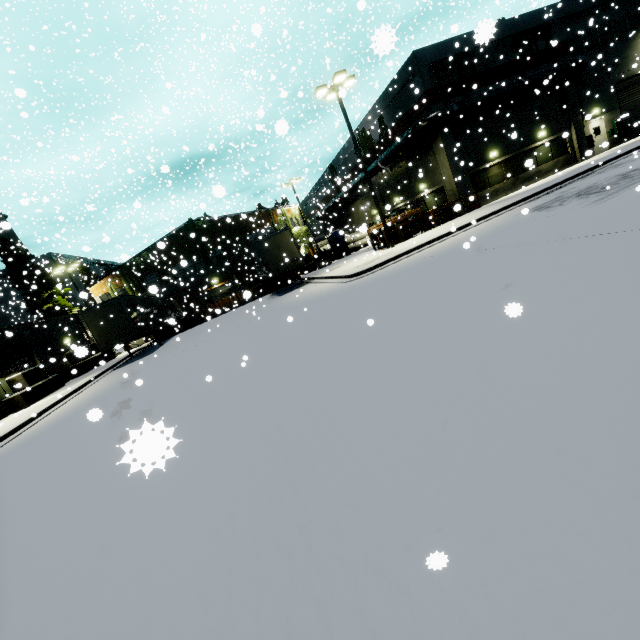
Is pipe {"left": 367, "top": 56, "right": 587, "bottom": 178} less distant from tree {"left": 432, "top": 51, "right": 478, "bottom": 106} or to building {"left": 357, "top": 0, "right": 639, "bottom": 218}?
building {"left": 357, "top": 0, "right": 639, "bottom": 218}

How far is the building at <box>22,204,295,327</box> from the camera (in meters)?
33.50

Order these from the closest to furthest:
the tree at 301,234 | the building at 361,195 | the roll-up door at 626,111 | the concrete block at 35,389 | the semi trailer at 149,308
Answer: the concrete block at 35,389
the semi trailer at 149,308
the roll-up door at 626,111
the building at 361,195
the tree at 301,234

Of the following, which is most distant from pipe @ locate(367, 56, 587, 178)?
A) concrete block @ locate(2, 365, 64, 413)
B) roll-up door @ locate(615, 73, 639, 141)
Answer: concrete block @ locate(2, 365, 64, 413)

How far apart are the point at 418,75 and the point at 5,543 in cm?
2785

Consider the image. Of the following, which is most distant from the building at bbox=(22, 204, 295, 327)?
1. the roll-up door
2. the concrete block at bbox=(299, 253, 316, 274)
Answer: the concrete block at bbox=(299, 253, 316, 274)

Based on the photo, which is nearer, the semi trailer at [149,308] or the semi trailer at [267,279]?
the semi trailer at [149,308]
